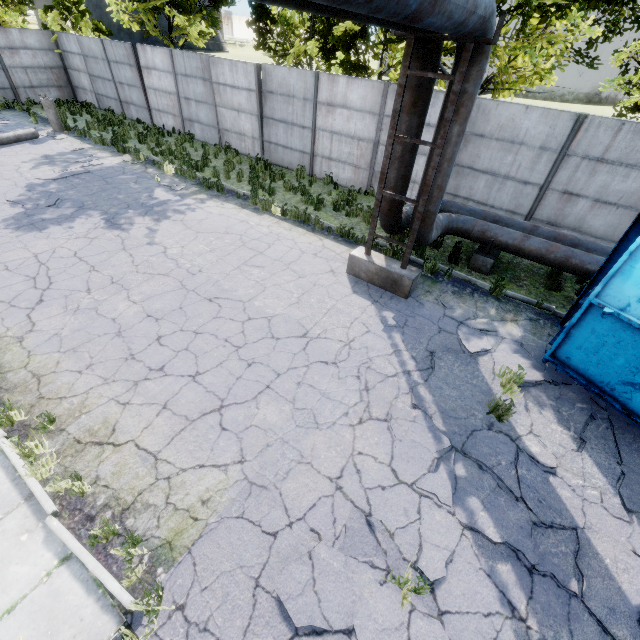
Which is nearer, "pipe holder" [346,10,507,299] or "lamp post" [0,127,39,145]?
"pipe holder" [346,10,507,299]

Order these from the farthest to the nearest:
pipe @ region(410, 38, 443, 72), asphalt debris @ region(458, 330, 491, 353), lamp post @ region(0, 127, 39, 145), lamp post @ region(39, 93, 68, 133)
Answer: lamp post @ region(39, 93, 68, 133) < lamp post @ region(0, 127, 39, 145) < asphalt debris @ region(458, 330, 491, 353) < pipe @ region(410, 38, 443, 72)

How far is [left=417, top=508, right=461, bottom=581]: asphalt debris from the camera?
3.7 meters

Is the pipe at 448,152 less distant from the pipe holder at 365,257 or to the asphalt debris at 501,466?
the pipe holder at 365,257

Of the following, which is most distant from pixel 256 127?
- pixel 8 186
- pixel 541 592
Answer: pixel 541 592

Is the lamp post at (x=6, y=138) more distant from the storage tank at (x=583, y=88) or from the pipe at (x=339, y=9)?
the storage tank at (x=583, y=88)

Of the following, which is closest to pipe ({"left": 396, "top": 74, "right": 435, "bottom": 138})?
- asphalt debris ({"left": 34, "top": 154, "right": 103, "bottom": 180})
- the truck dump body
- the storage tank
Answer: the truck dump body
